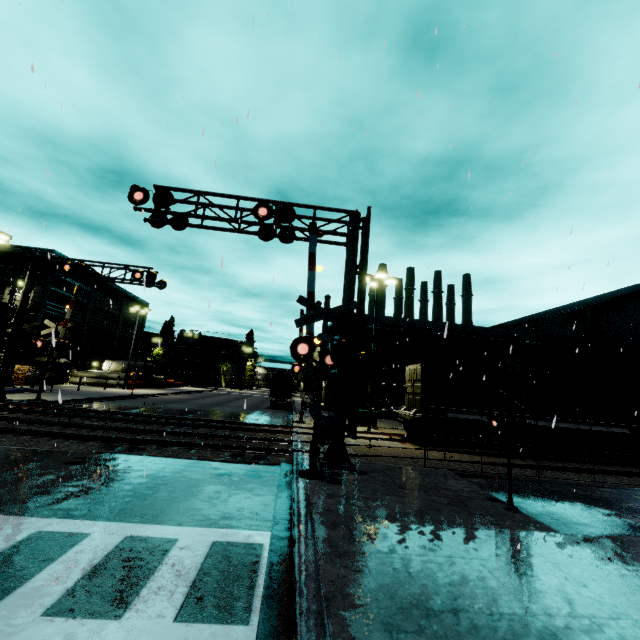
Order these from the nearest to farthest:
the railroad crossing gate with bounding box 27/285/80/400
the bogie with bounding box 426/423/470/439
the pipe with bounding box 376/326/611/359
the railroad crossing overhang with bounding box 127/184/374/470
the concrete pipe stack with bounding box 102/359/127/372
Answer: the railroad crossing overhang with bounding box 127/184/374/470
the bogie with bounding box 426/423/470/439
the railroad crossing gate with bounding box 27/285/80/400
the pipe with bounding box 376/326/611/359
the concrete pipe stack with bounding box 102/359/127/372

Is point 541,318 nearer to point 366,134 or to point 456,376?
point 456,376

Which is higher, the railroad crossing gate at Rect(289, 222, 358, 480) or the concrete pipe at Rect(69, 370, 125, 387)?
the railroad crossing gate at Rect(289, 222, 358, 480)

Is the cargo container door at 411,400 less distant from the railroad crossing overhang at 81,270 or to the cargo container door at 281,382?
the cargo container door at 281,382

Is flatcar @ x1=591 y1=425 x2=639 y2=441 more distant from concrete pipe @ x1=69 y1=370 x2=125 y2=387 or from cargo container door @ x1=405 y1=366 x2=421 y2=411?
concrete pipe @ x1=69 y1=370 x2=125 y2=387

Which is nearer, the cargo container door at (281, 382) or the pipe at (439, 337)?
the cargo container door at (281, 382)

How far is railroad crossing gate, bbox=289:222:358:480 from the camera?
8.75m

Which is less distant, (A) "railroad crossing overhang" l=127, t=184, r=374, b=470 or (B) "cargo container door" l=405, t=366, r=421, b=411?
(A) "railroad crossing overhang" l=127, t=184, r=374, b=470
